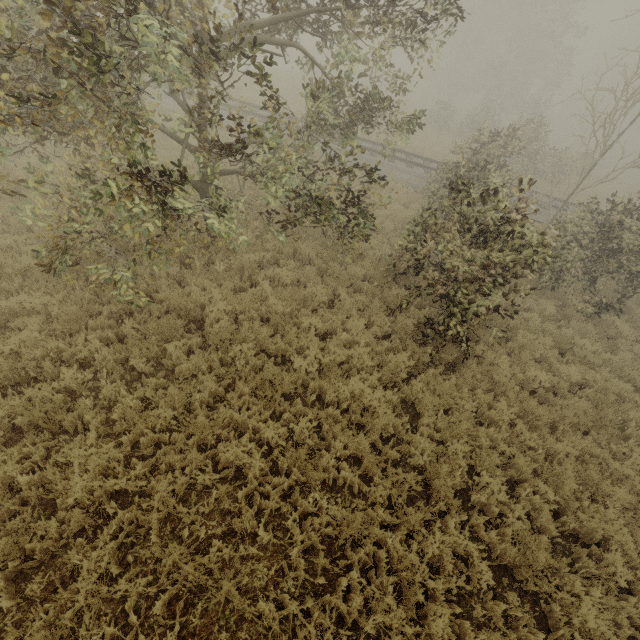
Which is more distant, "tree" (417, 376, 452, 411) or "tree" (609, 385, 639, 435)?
"tree" (609, 385, 639, 435)

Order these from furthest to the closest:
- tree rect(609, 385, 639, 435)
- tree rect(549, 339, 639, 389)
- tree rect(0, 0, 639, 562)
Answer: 1. tree rect(549, 339, 639, 389)
2. tree rect(609, 385, 639, 435)
3. tree rect(0, 0, 639, 562)

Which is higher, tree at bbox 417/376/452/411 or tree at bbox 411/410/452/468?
tree at bbox 417/376/452/411

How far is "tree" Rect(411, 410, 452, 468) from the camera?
5.68m

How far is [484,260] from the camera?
6.6 meters

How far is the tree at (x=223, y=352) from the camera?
6.2 meters

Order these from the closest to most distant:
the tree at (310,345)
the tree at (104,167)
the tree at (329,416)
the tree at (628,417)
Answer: A: the tree at (104,167) → the tree at (329,416) → the tree at (310,345) → the tree at (628,417)
